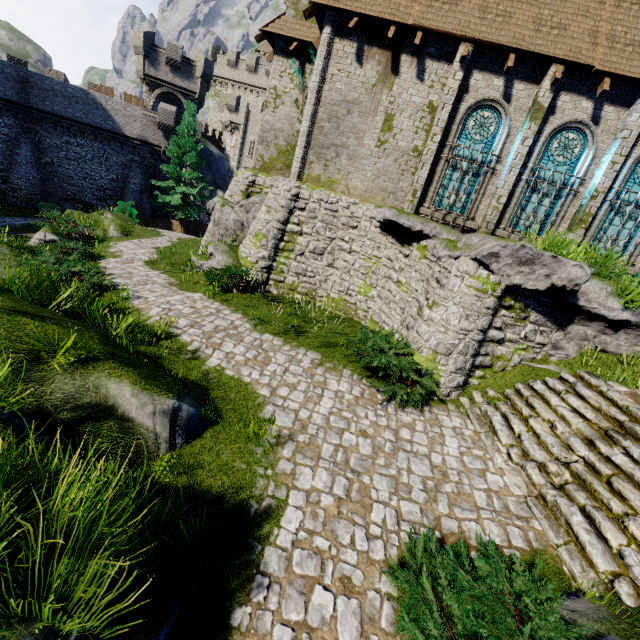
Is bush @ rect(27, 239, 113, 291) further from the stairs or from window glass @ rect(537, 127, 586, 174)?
window glass @ rect(537, 127, 586, 174)

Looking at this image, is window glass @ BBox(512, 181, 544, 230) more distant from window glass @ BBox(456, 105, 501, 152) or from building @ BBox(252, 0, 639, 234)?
window glass @ BBox(456, 105, 501, 152)

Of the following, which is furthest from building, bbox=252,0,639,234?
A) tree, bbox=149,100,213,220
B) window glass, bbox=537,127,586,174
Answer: tree, bbox=149,100,213,220

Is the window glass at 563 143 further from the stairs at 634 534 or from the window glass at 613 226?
the stairs at 634 534

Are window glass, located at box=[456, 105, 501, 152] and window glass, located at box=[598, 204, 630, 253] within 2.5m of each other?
no

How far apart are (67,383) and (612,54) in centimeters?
1705cm

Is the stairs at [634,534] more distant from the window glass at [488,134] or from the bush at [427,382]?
the window glass at [488,134]

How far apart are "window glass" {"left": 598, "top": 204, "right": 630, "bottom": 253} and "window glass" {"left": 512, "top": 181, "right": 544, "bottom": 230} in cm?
151
